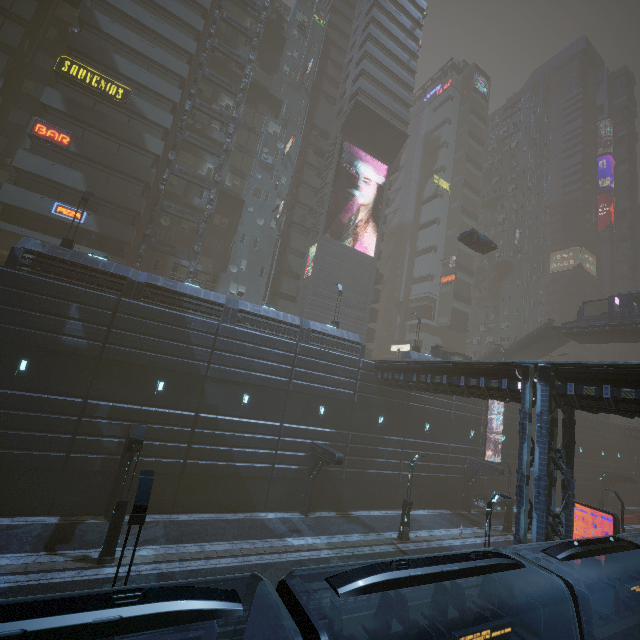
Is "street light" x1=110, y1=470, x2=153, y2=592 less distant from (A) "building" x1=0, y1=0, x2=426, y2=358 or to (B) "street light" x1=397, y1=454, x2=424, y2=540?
(A) "building" x1=0, y1=0, x2=426, y2=358

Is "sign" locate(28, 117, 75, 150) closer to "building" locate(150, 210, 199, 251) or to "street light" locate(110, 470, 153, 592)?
"building" locate(150, 210, 199, 251)

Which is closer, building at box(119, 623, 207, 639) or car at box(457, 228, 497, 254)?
building at box(119, 623, 207, 639)

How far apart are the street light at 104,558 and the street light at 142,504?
6.67m

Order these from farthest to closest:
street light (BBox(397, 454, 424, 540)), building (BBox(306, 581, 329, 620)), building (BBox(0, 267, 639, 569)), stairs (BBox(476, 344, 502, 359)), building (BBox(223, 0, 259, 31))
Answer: stairs (BBox(476, 344, 502, 359))
building (BBox(223, 0, 259, 31))
street light (BBox(397, 454, 424, 540))
building (BBox(0, 267, 639, 569))
building (BBox(306, 581, 329, 620))

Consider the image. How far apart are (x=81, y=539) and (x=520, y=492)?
21.3m

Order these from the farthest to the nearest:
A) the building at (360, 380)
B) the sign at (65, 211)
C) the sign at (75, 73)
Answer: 1. the sign at (75, 73)
2. the sign at (65, 211)
3. the building at (360, 380)

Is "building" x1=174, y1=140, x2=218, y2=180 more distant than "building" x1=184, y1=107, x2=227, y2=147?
No
